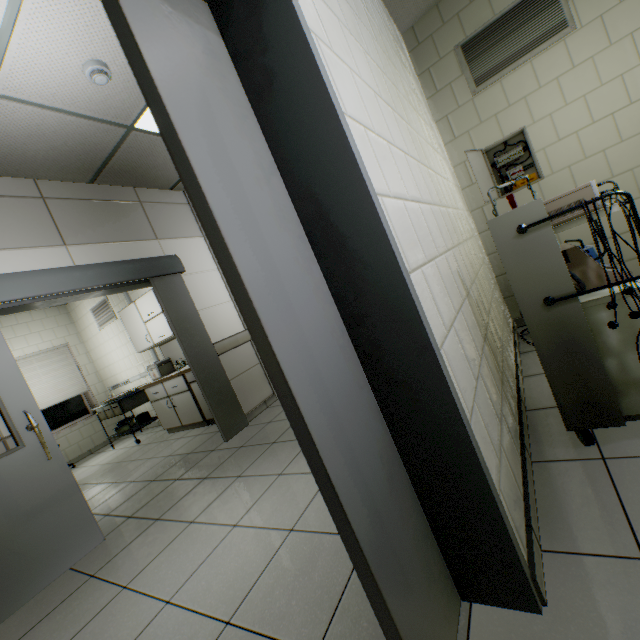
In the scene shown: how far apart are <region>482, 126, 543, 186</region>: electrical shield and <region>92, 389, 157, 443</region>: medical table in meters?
6.4

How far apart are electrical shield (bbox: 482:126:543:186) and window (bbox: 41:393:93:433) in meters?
8.7

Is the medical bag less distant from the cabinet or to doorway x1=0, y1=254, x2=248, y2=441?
the cabinet

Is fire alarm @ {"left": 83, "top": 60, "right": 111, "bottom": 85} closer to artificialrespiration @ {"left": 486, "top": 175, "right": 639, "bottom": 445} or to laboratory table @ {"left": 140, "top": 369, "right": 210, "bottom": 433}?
artificialrespiration @ {"left": 486, "top": 175, "right": 639, "bottom": 445}

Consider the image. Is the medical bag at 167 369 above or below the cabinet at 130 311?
below

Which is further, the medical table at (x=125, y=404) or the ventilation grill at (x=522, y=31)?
→ the medical table at (x=125, y=404)

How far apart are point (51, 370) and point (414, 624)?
8.4m

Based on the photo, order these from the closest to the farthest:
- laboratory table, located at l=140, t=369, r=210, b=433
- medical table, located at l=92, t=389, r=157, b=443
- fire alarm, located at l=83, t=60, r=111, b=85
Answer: fire alarm, located at l=83, t=60, r=111, b=85 → laboratory table, located at l=140, t=369, r=210, b=433 → medical table, located at l=92, t=389, r=157, b=443
